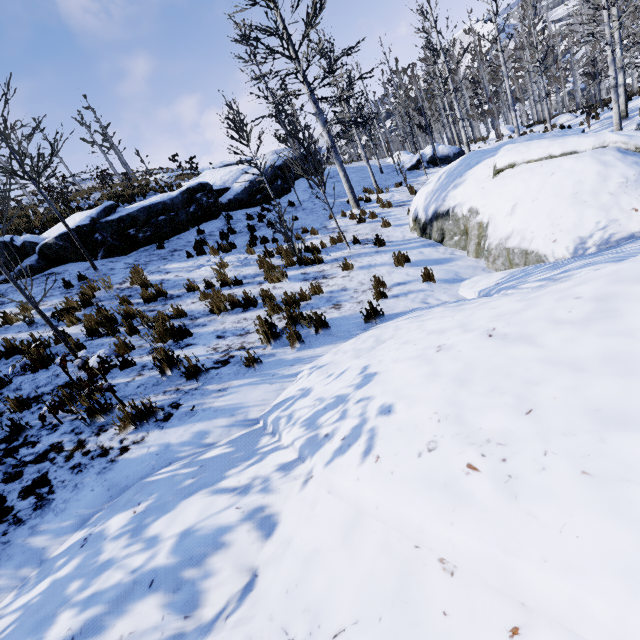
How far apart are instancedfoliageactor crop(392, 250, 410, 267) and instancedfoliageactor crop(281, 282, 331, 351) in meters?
2.9 m

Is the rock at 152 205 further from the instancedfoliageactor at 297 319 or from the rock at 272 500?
the instancedfoliageactor at 297 319

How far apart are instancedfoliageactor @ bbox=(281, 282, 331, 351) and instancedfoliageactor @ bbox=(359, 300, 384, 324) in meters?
0.6 m

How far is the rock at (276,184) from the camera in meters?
16.7

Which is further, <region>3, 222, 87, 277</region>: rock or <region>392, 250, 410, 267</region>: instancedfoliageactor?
<region>3, 222, 87, 277</region>: rock

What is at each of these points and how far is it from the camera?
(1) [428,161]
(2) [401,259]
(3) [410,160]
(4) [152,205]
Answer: (1) rock, 21.6m
(2) instancedfoliageactor, 7.2m
(3) rock, 21.9m
(4) rock, 11.9m

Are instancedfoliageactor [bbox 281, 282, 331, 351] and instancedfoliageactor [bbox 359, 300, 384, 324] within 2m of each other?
yes

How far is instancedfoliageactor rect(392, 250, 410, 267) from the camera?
7.3 meters
